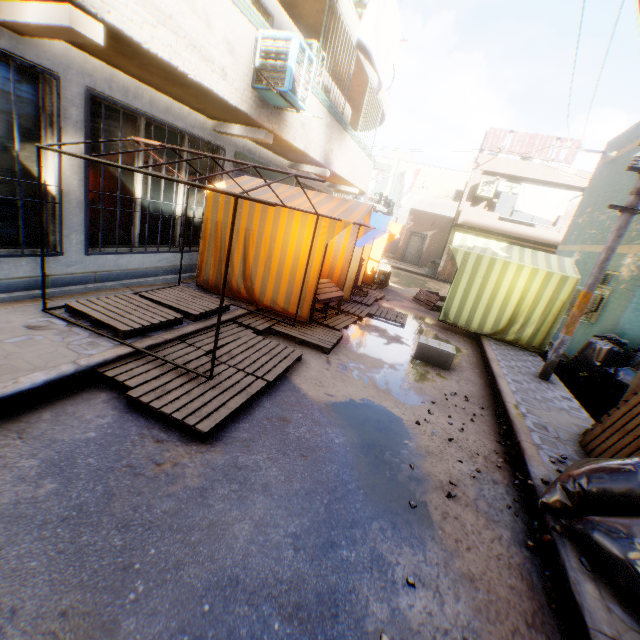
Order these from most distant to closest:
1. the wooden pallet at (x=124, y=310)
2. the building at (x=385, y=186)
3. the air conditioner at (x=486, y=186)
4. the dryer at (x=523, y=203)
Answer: the building at (x=385, y=186), the air conditioner at (x=486, y=186), the dryer at (x=523, y=203), the wooden pallet at (x=124, y=310)

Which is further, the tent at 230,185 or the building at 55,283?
the tent at 230,185

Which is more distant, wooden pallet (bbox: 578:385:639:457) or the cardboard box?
the cardboard box

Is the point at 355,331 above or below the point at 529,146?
below

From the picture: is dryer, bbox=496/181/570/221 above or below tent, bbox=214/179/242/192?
above

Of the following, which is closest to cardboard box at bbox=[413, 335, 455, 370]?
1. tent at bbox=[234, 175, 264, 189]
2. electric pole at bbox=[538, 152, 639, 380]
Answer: tent at bbox=[234, 175, 264, 189]

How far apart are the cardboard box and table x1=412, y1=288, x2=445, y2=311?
3.98m

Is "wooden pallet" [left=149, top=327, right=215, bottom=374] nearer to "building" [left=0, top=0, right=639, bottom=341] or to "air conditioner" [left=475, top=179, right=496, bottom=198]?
"building" [left=0, top=0, right=639, bottom=341]
